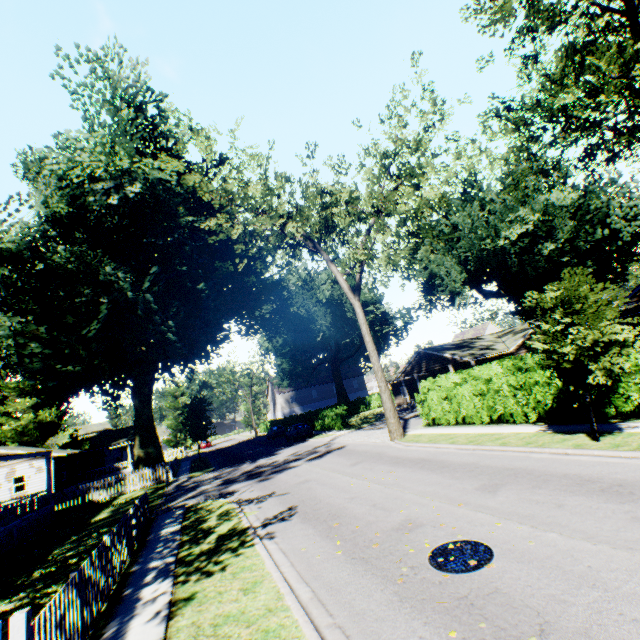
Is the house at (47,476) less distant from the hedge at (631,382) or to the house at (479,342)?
the hedge at (631,382)

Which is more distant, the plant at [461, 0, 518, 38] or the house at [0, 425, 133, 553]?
the house at [0, 425, 133, 553]

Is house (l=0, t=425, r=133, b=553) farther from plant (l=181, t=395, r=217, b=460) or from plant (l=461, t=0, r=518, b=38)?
plant (l=461, t=0, r=518, b=38)

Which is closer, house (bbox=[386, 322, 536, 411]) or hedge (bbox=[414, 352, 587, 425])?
hedge (bbox=[414, 352, 587, 425])

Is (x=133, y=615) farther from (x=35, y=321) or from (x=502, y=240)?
(x=502, y=240)

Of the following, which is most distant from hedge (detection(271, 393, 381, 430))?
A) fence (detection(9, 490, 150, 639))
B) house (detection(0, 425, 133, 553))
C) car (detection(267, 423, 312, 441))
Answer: house (detection(0, 425, 133, 553))

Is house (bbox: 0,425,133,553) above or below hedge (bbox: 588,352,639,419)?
above

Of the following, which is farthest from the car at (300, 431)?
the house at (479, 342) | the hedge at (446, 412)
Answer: the house at (479, 342)
